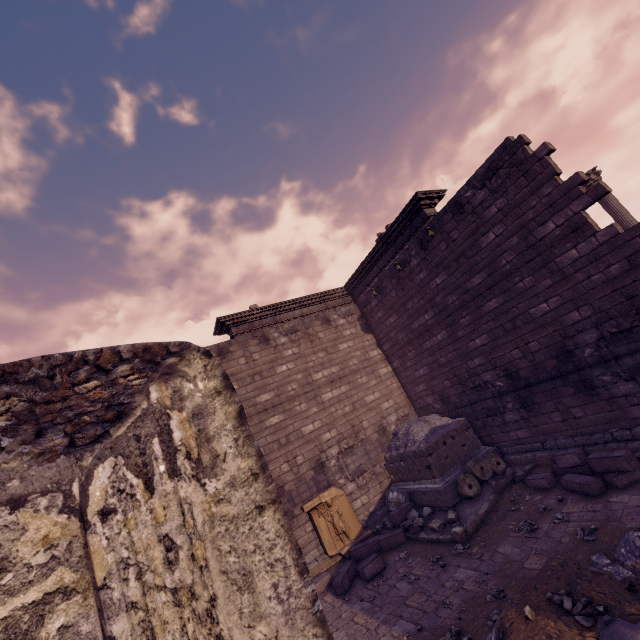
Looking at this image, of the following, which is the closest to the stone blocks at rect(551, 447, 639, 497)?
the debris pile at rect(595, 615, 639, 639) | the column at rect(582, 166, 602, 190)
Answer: the debris pile at rect(595, 615, 639, 639)

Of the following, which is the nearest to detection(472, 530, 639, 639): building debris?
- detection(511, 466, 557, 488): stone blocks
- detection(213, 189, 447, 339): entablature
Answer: detection(511, 466, 557, 488): stone blocks

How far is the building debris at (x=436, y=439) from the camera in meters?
7.2 m

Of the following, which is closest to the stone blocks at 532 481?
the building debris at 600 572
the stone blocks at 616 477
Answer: the stone blocks at 616 477

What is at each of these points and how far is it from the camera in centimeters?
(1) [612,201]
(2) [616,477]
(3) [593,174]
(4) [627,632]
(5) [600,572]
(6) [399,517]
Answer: (1) column, 1122cm
(2) stone blocks, 582cm
(3) column, 1152cm
(4) debris pile, 218cm
(5) building debris, 301cm
(6) stone blocks, 862cm

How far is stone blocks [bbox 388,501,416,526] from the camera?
8.59m

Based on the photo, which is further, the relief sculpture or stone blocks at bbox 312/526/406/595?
the relief sculpture

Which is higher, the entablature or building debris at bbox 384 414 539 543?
the entablature
